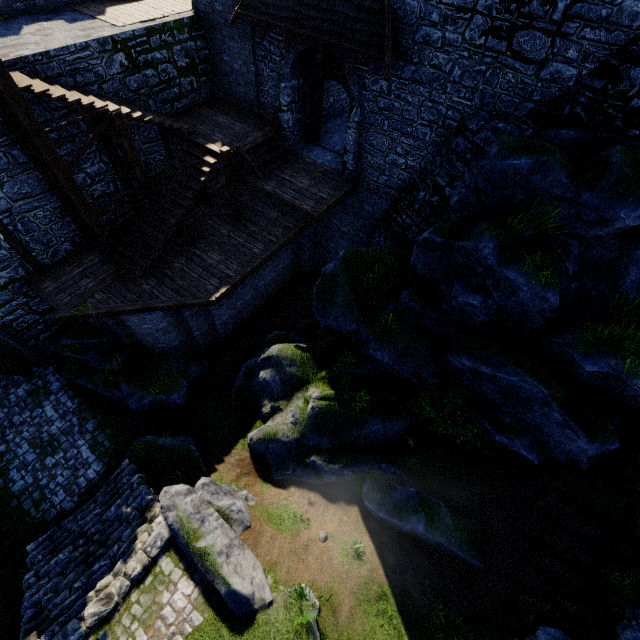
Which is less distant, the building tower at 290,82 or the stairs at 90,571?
the stairs at 90,571

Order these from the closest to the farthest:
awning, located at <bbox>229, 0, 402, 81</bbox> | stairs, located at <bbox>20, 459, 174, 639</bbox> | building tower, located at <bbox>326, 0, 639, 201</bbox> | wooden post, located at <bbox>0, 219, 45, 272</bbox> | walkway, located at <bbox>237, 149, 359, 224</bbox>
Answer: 1. building tower, located at <bbox>326, 0, 639, 201</bbox>
2. stairs, located at <bbox>20, 459, 174, 639</bbox>
3. awning, located at <bbox>229, 0, 402, 81</bbox>
4. wooden post, located at <bbox>0, 219, 45, 272</bbox>
5. walkway, located at <bbox>237, 149, 359, 224</bbox>

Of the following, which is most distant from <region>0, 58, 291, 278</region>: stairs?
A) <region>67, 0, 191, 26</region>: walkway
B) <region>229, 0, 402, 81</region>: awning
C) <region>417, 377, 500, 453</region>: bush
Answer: <region>417, 377, 500, 453</region>: bush

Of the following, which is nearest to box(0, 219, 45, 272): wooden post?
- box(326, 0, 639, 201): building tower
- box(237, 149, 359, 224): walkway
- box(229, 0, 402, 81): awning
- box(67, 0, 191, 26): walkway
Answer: box(67, 0, 191, 26): walkway

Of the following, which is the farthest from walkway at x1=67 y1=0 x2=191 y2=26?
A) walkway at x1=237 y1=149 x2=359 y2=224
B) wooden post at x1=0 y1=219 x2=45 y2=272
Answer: wooden post at x1=0 y1=219 x2=45 y2=272

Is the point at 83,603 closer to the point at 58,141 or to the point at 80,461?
the point at 80,461

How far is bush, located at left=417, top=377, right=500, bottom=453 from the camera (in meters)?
9.25

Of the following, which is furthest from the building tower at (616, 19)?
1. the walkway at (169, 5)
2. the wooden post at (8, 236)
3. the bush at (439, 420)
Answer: the wooden post at (8, 236)
